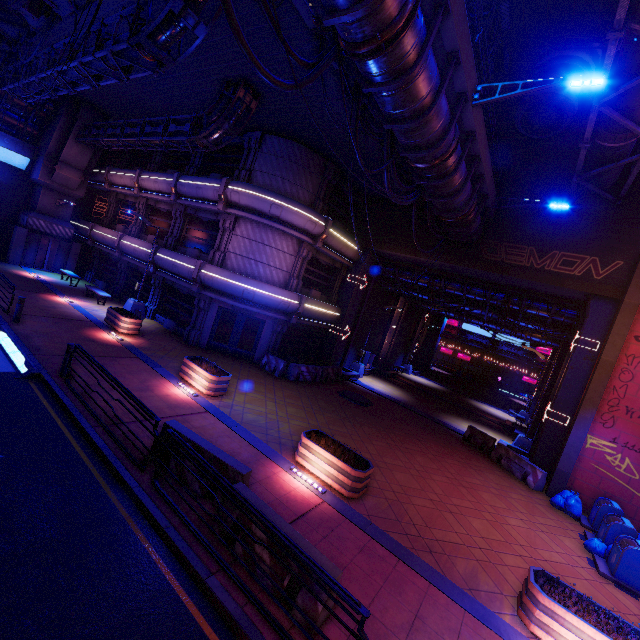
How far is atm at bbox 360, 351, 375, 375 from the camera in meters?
25.9 m

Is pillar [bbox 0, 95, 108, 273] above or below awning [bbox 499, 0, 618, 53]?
below

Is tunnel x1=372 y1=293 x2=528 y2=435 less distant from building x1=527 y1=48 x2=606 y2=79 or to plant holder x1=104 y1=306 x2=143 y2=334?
building x1=527 y1=48 x2=606 y2=79

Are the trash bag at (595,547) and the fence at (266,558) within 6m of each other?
no

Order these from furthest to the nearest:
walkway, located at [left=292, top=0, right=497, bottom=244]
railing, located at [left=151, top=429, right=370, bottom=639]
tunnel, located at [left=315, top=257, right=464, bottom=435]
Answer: tunnel, located at [left=315, top=257, right=464, bottom=435], walkway, located at [left=292, top=0, right=497, bottom=244], railing, located at [left=151, top=429, right=370, bottom=639]

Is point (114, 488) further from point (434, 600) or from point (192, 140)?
point (192, 140)

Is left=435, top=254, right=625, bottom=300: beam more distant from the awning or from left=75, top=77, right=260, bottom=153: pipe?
left=75, top=77, right=260, bottom=153: pipe

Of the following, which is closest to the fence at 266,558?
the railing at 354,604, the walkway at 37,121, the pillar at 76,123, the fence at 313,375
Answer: the railing at 354,604
